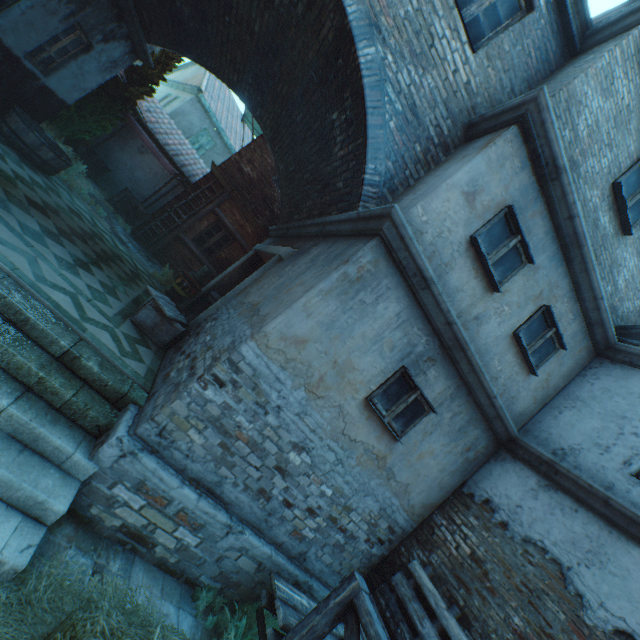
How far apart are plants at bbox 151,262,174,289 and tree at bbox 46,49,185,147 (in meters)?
4.35

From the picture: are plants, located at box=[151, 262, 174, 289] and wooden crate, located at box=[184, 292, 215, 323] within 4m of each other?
yes

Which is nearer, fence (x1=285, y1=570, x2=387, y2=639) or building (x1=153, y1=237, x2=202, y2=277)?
fence (x1=285, y1=570, x2=387, y2=639)

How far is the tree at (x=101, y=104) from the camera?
9.5m

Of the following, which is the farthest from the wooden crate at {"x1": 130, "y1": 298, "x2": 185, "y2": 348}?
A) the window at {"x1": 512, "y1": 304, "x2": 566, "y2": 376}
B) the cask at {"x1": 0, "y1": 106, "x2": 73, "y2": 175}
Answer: the window at {"x1": 512, "y1": 304, "x2": 566, "y2": 376}

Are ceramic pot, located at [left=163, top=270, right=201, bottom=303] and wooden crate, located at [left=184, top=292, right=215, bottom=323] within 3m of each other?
yes

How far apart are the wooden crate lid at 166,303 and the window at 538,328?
5.8 meters

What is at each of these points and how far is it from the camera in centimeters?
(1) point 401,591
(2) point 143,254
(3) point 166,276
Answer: (1) pallet, 473cm
(2) ground pavers, 1085cm
(3) plants, 1025cm
